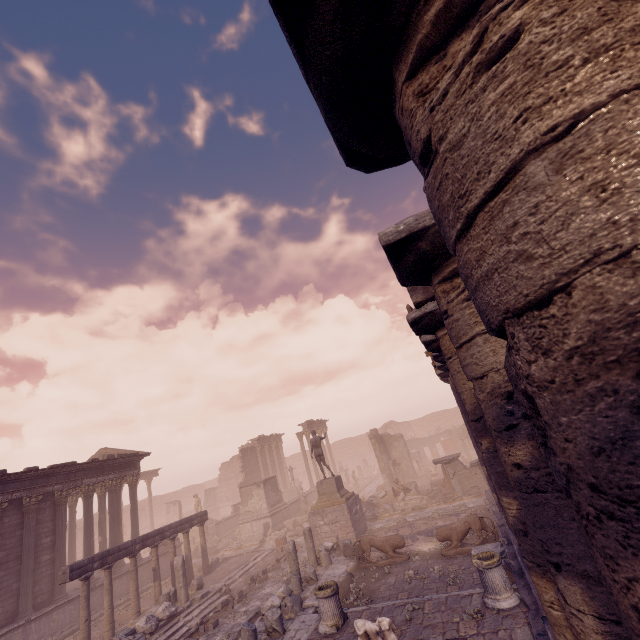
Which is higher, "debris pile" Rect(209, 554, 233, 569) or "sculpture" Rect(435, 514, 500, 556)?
"debris pile" Rect(209, 554, 233, 569)

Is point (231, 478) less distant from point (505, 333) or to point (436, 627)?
point (436, 627)

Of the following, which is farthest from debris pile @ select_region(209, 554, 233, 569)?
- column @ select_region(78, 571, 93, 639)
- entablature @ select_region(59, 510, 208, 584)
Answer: column @ select_region(78, 571, 93, 639)

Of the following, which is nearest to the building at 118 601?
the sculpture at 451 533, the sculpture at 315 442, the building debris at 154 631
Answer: the building debris at 154 631

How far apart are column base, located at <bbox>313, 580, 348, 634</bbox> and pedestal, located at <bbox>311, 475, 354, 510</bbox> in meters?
8.0

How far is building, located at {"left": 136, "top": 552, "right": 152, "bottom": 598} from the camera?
18.6 meters

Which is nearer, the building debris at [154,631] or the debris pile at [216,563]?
the building debris at [154,631]

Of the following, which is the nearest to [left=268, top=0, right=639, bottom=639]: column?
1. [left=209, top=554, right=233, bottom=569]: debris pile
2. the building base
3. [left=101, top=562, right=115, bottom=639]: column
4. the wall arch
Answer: the building base
